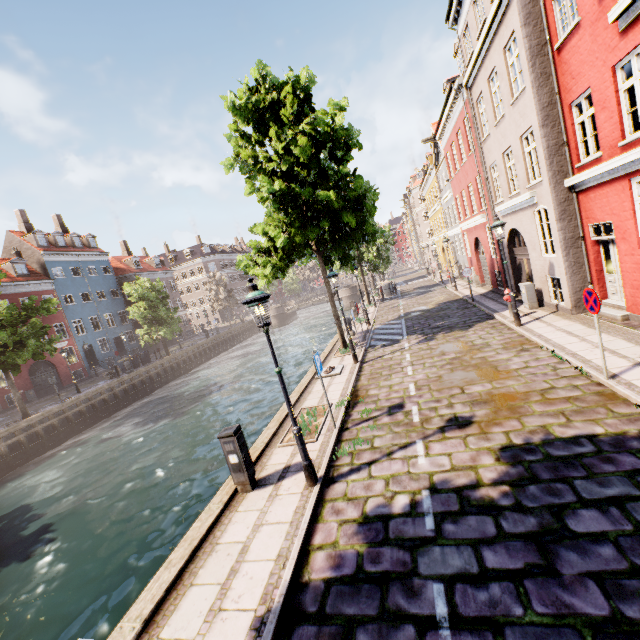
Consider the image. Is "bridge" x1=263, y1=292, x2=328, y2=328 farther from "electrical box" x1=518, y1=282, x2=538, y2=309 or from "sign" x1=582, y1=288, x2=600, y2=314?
"sign" x1=582, y1=288, x2=600, y2=314

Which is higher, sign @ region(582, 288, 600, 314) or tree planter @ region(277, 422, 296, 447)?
sign @ region(582, 288, 600, 314)

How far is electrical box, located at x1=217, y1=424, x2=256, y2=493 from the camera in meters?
6.1

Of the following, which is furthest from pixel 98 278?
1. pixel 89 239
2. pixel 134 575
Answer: pixel 134 575

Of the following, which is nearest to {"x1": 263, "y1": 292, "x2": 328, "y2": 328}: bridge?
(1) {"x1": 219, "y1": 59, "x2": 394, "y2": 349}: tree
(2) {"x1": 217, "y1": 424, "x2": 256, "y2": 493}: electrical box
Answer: (1) {"x1": 219, "y1": 59, "x2": 394, "y2": 349}: tree

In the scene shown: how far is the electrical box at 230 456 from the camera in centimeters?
605cm

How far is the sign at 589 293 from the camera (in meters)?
6.12

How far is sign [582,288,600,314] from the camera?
6.1 meters
